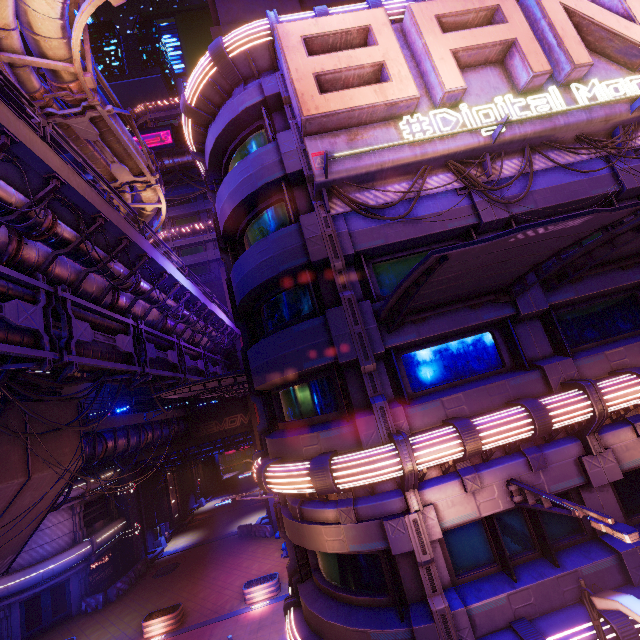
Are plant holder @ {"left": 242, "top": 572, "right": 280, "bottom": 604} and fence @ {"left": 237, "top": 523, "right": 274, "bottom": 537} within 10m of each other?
yes

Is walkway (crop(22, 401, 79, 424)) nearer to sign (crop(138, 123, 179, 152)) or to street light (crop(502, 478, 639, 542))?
street light (crop(502, 478, 639, 542))

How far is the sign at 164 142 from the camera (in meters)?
39.56

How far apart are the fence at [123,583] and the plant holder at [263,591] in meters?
12.6 m

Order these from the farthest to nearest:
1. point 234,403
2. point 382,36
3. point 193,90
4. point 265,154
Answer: point 234,403 → point 193,90 → point 265,154 → point 382,36

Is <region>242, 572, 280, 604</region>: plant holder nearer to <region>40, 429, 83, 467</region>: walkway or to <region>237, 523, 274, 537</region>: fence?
<region>237, 523, 274, 537</region>: fence

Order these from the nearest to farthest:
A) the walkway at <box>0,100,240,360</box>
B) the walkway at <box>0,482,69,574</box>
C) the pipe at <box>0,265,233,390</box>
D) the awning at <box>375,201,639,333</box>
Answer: the awning at <box>375,201,639,333</box> < the walkway at <box>0,100,240,360</box> < the pipe at <box>0,265,233,390</box> < the walkway at <box>0,482,69,574</box>

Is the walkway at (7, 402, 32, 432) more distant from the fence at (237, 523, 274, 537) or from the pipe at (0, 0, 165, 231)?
the fence at (237, 523, 274, 537)
